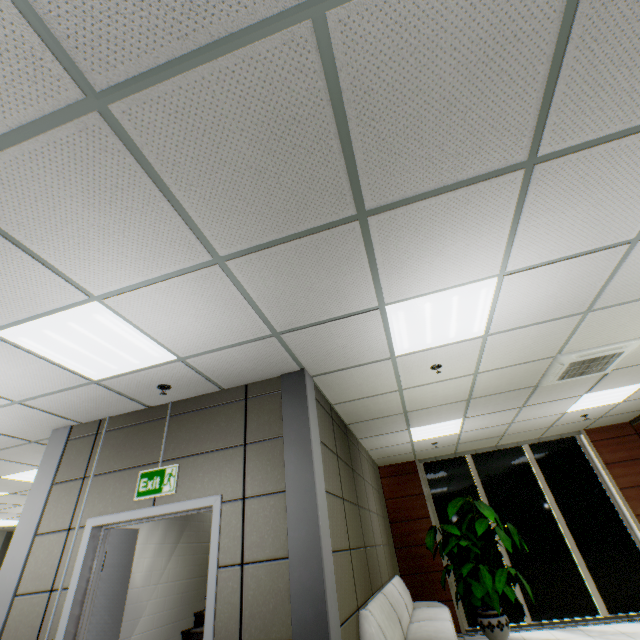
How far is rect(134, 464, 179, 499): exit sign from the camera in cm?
327

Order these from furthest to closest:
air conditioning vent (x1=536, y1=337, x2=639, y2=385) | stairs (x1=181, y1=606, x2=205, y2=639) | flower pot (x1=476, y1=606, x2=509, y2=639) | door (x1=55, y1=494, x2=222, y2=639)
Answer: flower pot (x1=476, y1=606, x2=509, y2=639) < stairs (x1=181, y1=606, x2=205, y2=639) < air conditioning vent (x1=536, y1=337, x2=639, y2=385) < door (x1=55, y1=494, x2=222, y2=639)

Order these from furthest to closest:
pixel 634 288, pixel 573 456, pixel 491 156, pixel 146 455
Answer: pixel 573 456
pixel 146 455
pixel 634 288
pixel 491 156

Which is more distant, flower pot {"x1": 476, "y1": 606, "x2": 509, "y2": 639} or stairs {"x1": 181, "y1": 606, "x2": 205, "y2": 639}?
flower pot {"x1": 476, "y1": 606, "x2": 509, "y2": 639}

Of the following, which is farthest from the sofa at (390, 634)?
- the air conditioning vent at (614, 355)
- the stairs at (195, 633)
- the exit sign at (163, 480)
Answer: the air conditioning vent at (614, 355)

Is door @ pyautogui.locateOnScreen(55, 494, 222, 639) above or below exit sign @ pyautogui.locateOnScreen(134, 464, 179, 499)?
below

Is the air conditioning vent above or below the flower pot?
above

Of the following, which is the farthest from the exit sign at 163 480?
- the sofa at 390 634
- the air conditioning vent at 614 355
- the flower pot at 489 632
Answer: the flower pot at 489 632
